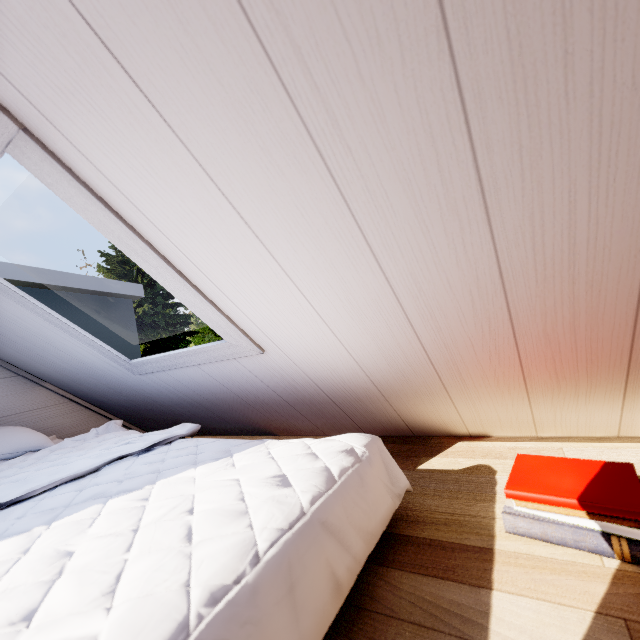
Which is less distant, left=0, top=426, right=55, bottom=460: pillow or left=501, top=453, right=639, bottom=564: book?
left=501, top=453, right=639, bottom=564: book

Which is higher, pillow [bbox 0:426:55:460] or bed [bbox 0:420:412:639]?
pillow [bbox 0:426:55:460]

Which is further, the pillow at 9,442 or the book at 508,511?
the pillow at 9,442

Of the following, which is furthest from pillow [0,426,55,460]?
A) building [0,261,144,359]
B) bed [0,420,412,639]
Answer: building [0,261,144,359]

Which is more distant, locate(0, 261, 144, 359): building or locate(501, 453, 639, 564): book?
locate(0, 261, 144, 359): building

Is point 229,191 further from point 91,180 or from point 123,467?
point 123,467

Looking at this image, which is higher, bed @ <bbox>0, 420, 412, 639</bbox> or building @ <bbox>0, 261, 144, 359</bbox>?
building @ <bbox>0, 261, 144, 359</bbox>

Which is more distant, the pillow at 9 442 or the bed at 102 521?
the pillow at 9 442
